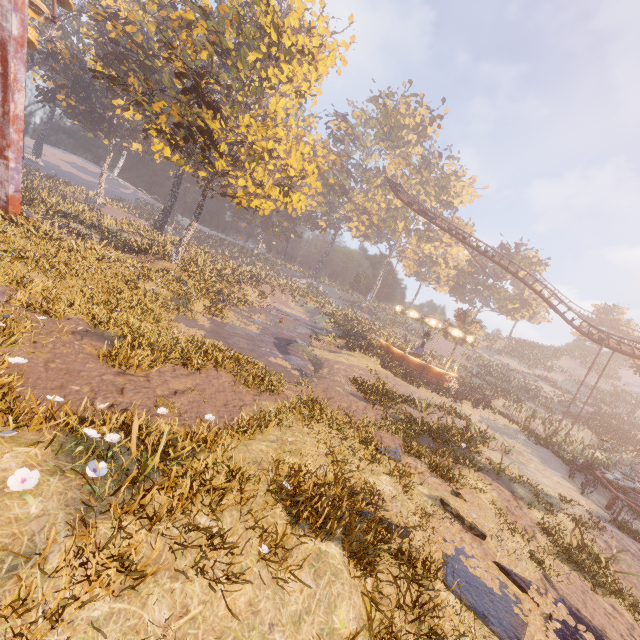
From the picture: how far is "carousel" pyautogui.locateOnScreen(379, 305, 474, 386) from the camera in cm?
2758

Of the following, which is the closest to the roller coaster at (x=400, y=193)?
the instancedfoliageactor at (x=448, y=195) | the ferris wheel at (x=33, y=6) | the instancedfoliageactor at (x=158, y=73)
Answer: the instancedfoliageactor at (x=158, y=73)

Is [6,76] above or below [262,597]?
above

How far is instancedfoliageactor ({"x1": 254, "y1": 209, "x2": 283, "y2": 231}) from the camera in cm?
5789

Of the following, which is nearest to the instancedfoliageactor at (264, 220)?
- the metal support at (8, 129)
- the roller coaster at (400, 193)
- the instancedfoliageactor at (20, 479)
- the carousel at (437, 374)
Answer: the carousel at (437, 374)

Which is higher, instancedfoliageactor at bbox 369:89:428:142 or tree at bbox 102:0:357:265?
instancedfoliageactor at bbox 369:89:428:142

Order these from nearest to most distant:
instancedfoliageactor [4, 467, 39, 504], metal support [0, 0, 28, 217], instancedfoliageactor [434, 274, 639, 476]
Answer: instancedfoliageactor [4, 467, 39, 504]
metal support [0, 0, 28, 217]
instancedfoliageactor [434, 274, 639, 476]
